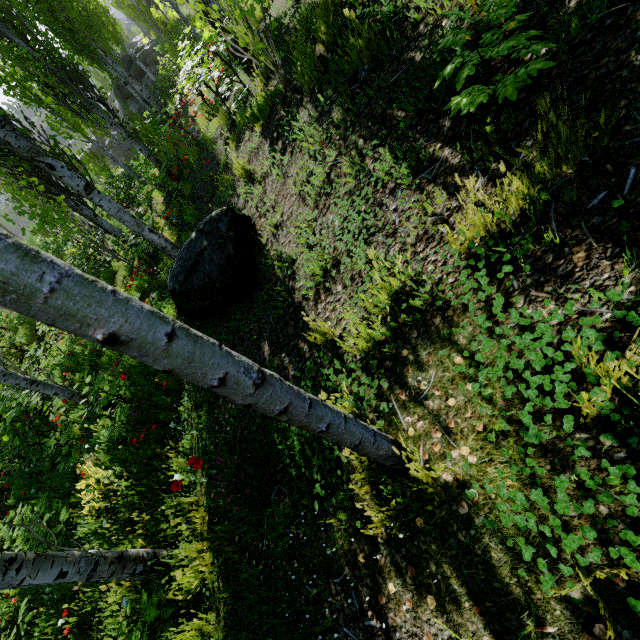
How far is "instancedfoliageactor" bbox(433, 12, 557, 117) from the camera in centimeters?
152cm

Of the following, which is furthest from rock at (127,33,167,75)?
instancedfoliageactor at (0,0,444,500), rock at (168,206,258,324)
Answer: rock at (168,206,258,324)

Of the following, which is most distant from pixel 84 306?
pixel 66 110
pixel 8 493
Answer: pixel 8 493

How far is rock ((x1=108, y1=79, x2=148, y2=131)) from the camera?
25.78m

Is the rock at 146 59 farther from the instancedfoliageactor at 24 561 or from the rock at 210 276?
the rock at 210 276

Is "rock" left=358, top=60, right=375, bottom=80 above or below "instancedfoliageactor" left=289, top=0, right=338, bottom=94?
below

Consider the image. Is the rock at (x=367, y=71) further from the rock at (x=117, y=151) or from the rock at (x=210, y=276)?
the rock at (x=117, y=151)

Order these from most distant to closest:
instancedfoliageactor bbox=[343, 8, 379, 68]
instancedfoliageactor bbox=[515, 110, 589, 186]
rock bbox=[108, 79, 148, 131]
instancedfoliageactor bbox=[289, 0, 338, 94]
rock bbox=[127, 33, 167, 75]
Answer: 1. rock bbox=[108, 79, 148, 131]
2. rock bbox=[127, 33, 167, 75]
3. instancedfoliageactor bbox=[289, 0, 338, 94]
4. instancedfoliageactor bbox=[343, 8, 379, 68]
5. instancedfoliageactor bbox=[515, 110, 589, 186]
